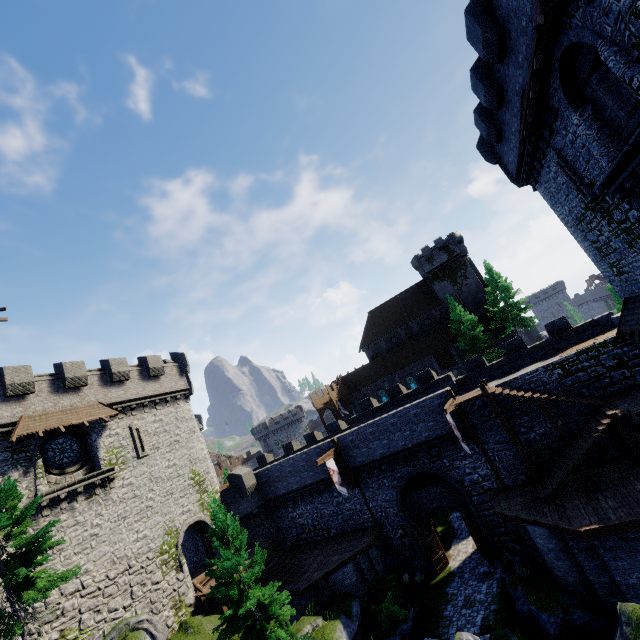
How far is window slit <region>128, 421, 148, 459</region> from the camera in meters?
23.6 m

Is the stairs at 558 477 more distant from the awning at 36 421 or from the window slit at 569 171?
the awning at 36 421

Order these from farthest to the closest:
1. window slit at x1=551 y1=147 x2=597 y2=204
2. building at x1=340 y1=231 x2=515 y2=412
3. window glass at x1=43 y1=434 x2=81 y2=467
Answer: building at x1=340 y1=231 x2=515 y2=412 < window glass at x1=43 y1=434 x2=81 y2=467 < window slit at x1=551 y1=147 x2=597 y2=204

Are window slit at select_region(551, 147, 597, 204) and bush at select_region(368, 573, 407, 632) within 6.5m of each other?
no

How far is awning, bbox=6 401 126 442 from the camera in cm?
1845

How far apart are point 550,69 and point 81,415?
29.5 meters

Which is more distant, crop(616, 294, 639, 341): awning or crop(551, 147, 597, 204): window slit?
crop(616, 294, 639, 341): awning

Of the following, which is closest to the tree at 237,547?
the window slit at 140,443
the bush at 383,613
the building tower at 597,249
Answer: the bush at 383,613
